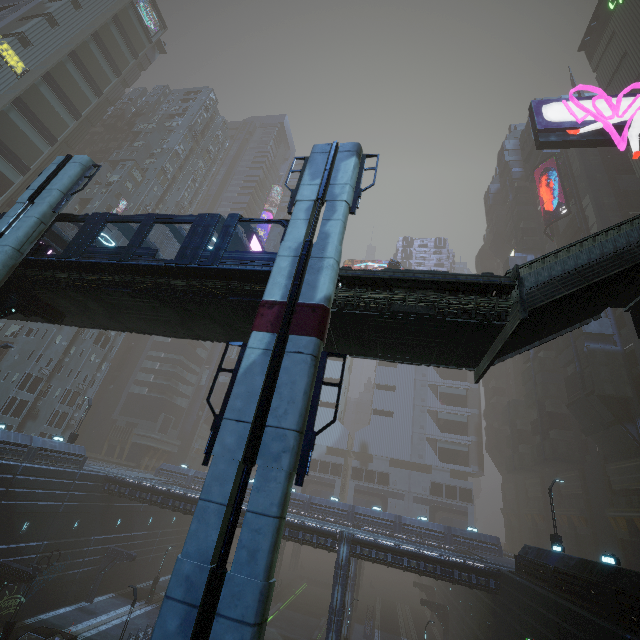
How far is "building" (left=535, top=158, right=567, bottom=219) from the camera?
52.5m

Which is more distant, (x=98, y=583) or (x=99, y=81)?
(x=99, y=81)

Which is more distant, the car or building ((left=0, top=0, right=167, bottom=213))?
building ((left=0, top=0, right=167, bottom=213))

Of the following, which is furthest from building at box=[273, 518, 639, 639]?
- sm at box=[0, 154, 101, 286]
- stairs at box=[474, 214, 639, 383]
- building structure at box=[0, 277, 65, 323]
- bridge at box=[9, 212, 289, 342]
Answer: building structure at box=[0, 277, 65, 323]

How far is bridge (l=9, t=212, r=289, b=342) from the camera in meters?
12.5 m

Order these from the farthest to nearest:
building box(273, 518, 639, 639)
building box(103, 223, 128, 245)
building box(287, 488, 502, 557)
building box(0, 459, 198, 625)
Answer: building box(103, 223, 128, 245) → building box(287, 488, 502, 557) → building box(0, 459, 198, 625) → building box(273, 518, 639, 639)

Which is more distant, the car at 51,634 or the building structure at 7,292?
the car at 51,634

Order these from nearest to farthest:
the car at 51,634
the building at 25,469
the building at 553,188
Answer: the car at 51,634 → the building at 25,469 → the building at 553,188
